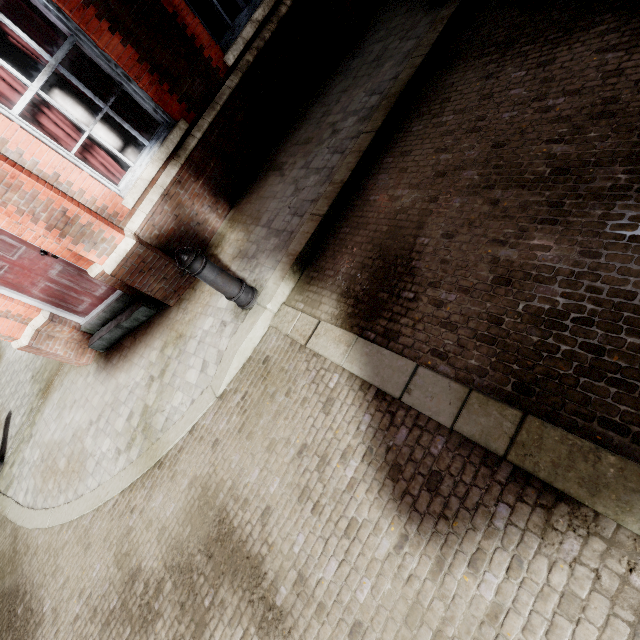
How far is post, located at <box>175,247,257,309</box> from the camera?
3.13m

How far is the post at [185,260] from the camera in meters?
3.1

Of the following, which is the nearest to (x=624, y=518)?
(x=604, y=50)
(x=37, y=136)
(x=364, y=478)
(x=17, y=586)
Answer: (x=364, y=478)
